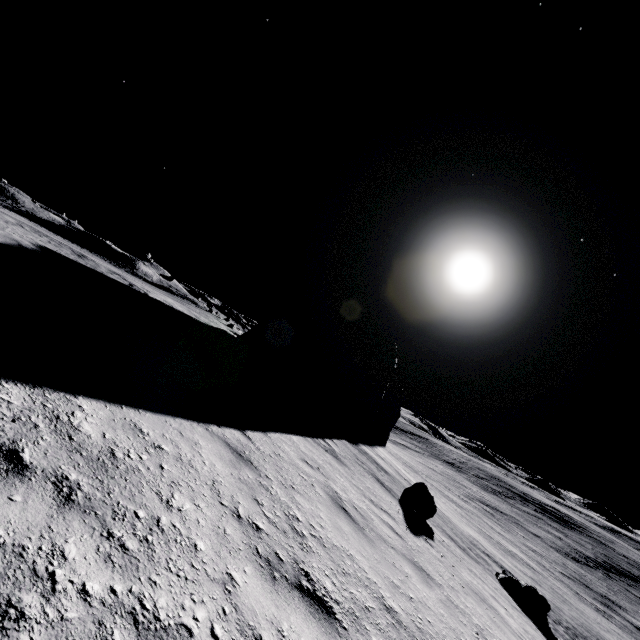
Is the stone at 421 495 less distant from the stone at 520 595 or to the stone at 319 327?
the stone at 520 595

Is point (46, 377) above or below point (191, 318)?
below

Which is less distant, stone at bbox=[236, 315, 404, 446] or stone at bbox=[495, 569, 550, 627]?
stone at bbox=[495, 569, 550, 627]

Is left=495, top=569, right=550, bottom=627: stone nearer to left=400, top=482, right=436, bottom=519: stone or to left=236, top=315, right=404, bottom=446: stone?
left=400, top=482, right=436, bottom=519: stone

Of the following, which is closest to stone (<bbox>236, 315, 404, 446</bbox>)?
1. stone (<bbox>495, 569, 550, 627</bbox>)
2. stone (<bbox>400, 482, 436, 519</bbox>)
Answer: stone (<bbox>400, 482, 436, 519</bbox>)

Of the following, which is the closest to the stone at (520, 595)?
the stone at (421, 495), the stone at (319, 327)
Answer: the stone at (421, 495)

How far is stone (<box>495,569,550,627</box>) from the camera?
10.3m

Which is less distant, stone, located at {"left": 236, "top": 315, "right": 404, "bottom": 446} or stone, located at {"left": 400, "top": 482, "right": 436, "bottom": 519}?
stone, located at {"left": 400, "top": 482, "right": 436, "bottom": 519}
